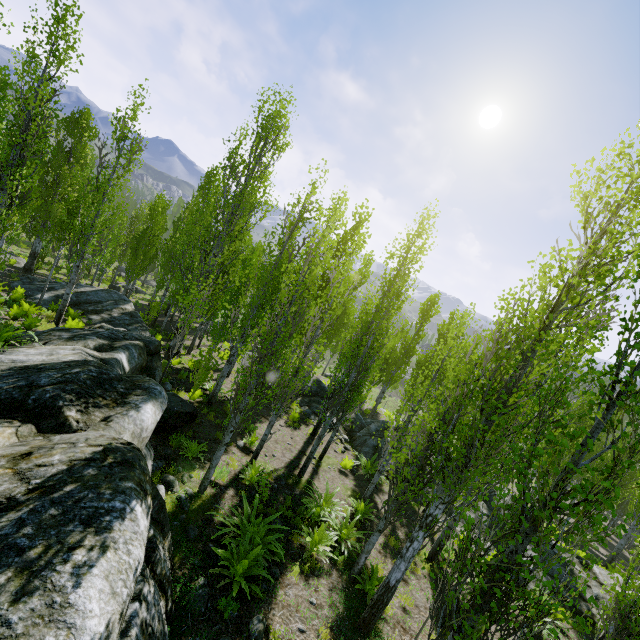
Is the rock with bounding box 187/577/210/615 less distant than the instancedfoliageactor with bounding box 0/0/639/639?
No

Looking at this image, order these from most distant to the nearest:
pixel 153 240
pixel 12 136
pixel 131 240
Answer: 1. pixel 153 240
2. pixel 131 240
3. pixel 12 136

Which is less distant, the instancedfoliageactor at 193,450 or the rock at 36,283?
the instancedfoliageactor at 193,450

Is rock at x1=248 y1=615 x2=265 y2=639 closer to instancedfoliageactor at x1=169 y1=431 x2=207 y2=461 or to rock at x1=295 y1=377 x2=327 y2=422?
instancedfoliageactor at x1=169 y1=431 x2=207 y2=461

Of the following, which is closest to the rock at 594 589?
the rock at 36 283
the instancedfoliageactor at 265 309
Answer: the instancedfoliageactor at 265 309

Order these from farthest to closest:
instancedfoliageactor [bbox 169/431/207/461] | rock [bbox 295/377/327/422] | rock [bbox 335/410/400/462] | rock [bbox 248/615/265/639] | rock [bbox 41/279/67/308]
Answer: rock [bbox 295/377/327/422] < rock [bbox 41/279/67/308] < rock [bbox 335/410/400/462] < instancedfoliageactor [bbox 169/431/207/461] < rock [bbox 248/615/265/639]

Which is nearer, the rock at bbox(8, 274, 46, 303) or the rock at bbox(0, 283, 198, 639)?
the rock at bbox(0, 283, 198, 639)
